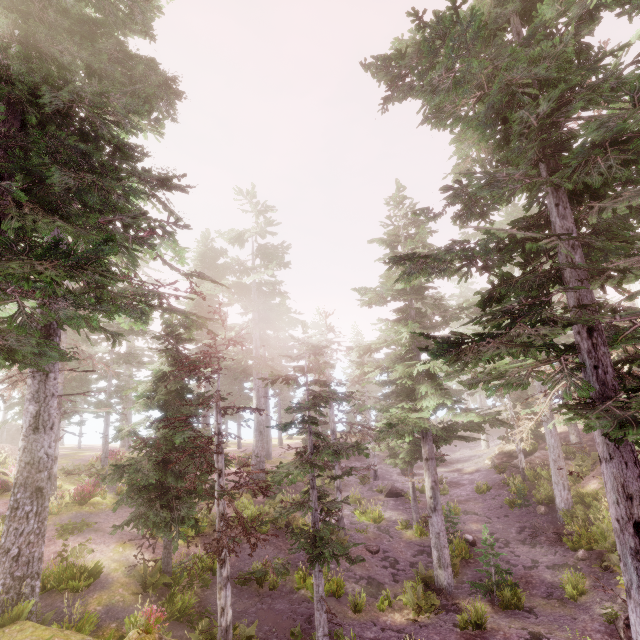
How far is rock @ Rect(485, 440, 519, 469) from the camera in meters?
28.9 m

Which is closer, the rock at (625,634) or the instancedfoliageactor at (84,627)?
the instancedfoliageactor at (84,627)

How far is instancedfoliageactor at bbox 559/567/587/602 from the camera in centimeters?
1381cm

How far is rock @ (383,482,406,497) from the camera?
26.62m

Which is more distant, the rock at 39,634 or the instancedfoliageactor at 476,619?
the instancedfoliageactor at 476,619

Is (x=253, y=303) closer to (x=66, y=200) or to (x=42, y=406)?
(x=42, y=406)

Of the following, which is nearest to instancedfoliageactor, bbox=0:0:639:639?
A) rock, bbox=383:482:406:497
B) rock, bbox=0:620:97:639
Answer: rock, bbox=0:620:97:639
